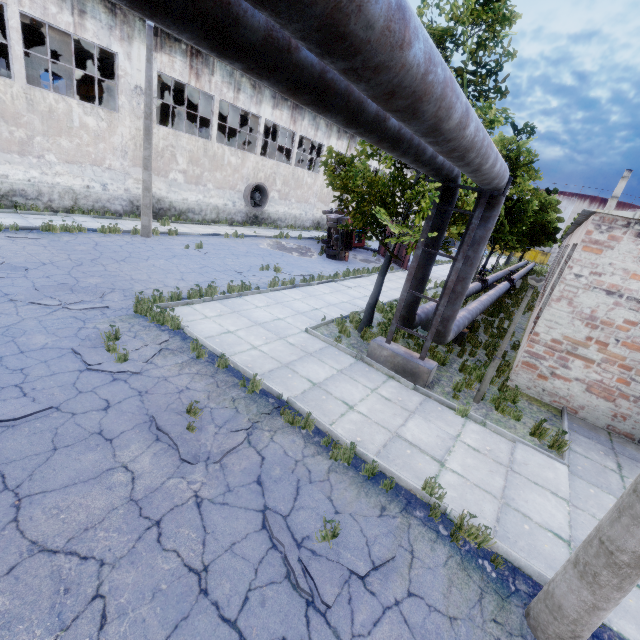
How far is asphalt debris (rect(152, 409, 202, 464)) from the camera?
4.8m

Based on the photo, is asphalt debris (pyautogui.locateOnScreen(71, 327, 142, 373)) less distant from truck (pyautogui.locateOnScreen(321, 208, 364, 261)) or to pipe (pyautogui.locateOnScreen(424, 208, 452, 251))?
pipe (pyautogui.locateOnScreen(424, 208, 452, 251))

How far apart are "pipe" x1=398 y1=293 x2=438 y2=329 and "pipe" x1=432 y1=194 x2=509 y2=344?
0.4m

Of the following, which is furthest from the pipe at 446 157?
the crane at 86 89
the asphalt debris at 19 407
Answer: the crane at 86 89

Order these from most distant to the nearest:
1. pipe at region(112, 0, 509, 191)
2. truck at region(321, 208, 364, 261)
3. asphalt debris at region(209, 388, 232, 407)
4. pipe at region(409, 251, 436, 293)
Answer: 1. truck at region(321, 208, 364, 261)
2. pipe at region(409, 251, 436, 293)
3. asphalt debris at region(209, 388, 232, 407)
4. pipe at region(112, 0, 509, 191)

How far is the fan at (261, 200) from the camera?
24.89m

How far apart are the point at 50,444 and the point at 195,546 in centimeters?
261cm

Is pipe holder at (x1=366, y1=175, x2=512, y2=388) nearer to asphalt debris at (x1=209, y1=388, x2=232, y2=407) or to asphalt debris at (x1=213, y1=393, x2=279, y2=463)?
asphalt debris at (x1=213, y1=393, x2=279, y2=463)
